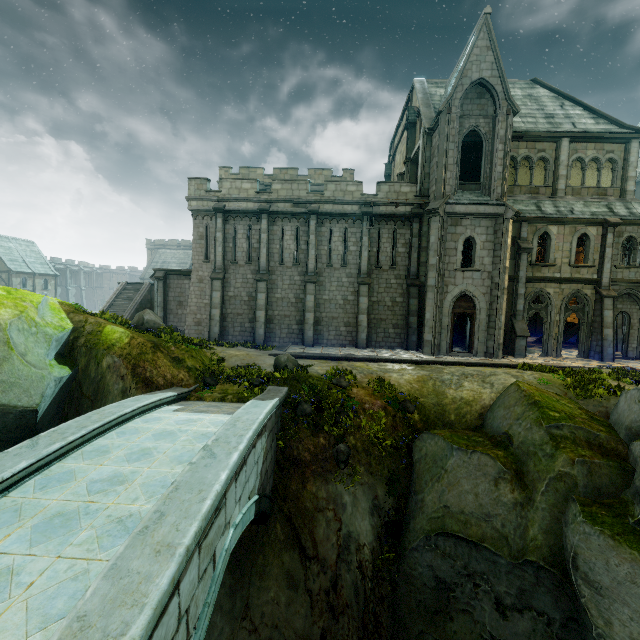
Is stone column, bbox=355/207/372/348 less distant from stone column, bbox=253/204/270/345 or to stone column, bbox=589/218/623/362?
stone column, bbox=253/204/270/345

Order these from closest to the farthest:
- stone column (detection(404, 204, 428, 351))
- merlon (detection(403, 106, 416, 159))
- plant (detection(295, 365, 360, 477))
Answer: plant (detection(295, 365, 360, 477)) < stone column (detection(404, 204, 428, 351)) < merlon (detection(403, 106, 416, 159))

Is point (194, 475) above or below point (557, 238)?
below

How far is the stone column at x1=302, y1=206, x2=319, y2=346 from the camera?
20.8m

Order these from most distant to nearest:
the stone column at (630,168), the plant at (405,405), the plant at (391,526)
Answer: the stone column at (630,168) → the plant at (405,405) → the plant at (391,526)

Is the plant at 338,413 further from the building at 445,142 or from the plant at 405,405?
the building at 445,142

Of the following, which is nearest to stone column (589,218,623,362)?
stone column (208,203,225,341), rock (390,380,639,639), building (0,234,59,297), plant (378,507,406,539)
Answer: rock (390,380,639,639)

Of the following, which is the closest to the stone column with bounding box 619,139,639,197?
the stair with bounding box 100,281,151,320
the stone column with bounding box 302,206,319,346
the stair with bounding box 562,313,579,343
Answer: the stair with bounding box 562,313,579,343
